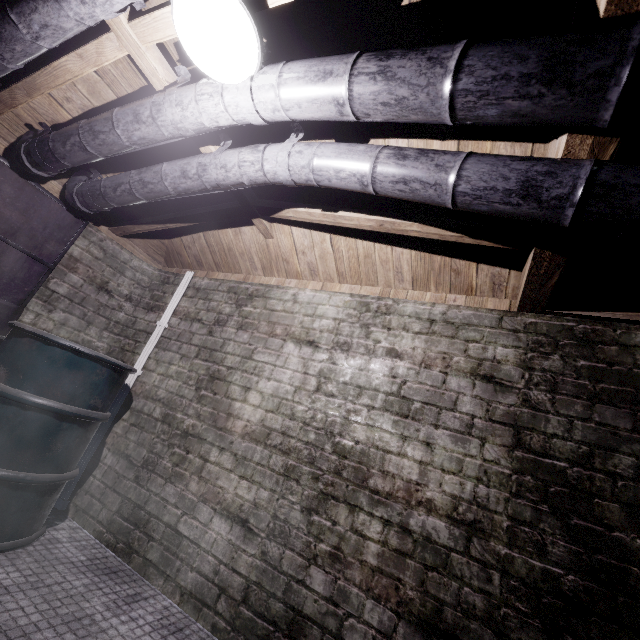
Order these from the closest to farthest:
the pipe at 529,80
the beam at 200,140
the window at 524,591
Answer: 1. the pipe at 529,80
2. the window at 524,591
3. the beam at 200,140

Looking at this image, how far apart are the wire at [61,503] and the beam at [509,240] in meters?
0.4

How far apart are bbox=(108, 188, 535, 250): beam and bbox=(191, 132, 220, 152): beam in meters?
0.1

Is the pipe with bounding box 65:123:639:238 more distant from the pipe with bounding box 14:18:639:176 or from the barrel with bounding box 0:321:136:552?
the barrel with bounding box 0:321:136:552

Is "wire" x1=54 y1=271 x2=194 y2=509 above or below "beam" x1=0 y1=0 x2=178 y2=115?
below

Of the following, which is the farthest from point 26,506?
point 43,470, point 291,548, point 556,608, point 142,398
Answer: point 556,608

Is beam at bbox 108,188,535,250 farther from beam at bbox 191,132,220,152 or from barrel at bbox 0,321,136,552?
barrel at bbox 0,321,136,552

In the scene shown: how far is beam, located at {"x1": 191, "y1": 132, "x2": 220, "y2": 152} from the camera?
1.8m
